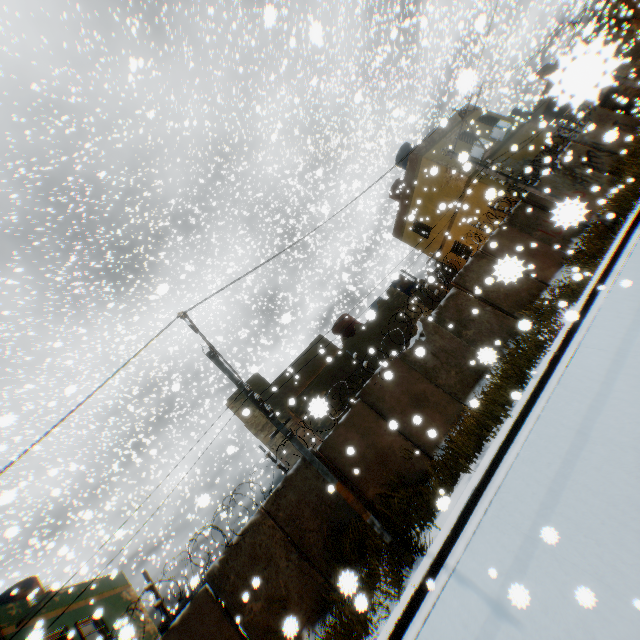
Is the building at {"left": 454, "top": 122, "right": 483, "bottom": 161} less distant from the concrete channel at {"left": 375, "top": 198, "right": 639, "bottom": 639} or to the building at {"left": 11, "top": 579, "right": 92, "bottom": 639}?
the concrete channel at {"left": 375, "top": 198, "right": 639, "bottom": 639}

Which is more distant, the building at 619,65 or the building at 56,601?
the building at 56,601

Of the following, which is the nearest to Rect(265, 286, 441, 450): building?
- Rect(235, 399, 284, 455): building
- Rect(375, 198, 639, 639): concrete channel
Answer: Rect(375, 198, 639, 639): concrete channel

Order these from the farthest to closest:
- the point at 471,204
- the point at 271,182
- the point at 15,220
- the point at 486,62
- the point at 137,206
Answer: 1. the point at 271,182
2. the point at 486,62
3. the point at 137,206
4. the point at 15,220
5. the point at 471,204

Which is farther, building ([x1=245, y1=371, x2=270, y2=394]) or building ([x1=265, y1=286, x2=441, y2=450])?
building ([x1=245, y1=371, x2=270, y2=394])

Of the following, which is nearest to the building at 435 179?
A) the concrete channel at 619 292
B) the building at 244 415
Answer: the concrete channel at 619 292

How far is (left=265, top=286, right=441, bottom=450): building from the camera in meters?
14.5
